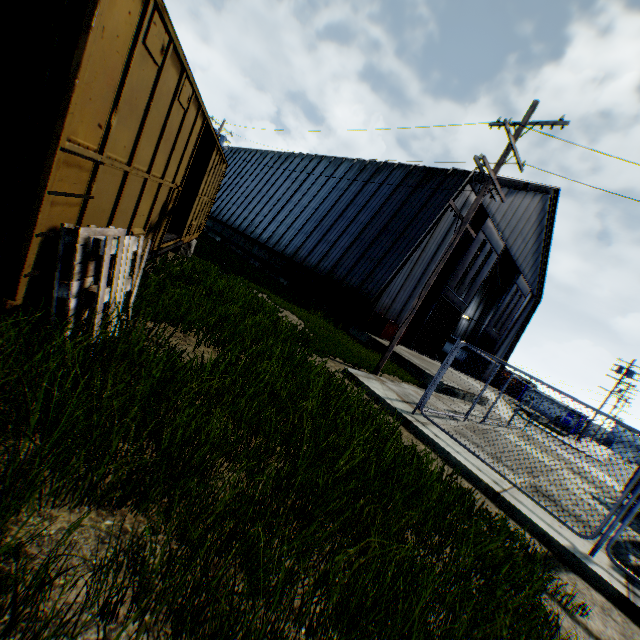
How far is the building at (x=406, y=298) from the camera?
18.8 meters

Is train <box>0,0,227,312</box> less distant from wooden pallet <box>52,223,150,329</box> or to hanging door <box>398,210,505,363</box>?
wooden pallet <box>52,223,150,329</box>

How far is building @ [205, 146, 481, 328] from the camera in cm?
1880

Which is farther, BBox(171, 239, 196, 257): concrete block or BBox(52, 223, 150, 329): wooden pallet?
BBox(171, 239, 196, 257): concrete block

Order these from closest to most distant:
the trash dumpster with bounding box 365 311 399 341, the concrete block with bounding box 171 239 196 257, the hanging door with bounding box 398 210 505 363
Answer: the concrete block with bounding box 171 239 196 257
the trash dumpster with bounding box 365 311 399 341
the hanging door with bounding box 398 210 505 363

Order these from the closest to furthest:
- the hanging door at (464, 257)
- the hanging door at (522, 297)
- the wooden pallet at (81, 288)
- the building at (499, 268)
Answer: the wooden pallet at (81, 288) → the hanging door at (464, 257) → the building at (499, 268) → the hanging door at (522, 297)

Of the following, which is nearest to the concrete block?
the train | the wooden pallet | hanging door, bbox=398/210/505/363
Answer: the train

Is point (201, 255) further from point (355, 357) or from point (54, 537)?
point (54, 537)
